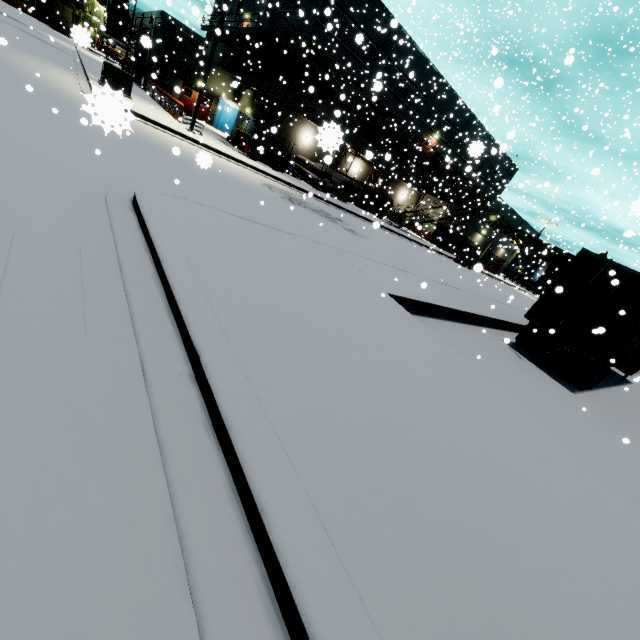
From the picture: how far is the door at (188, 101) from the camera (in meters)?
30.06

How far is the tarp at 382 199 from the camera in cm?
2714

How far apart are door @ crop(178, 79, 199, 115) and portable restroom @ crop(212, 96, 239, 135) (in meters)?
0.77

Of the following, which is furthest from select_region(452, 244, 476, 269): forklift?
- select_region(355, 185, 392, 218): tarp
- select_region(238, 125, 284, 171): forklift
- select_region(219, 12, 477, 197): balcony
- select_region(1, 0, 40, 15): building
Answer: select_region(238, 125, 284, 171): forklift

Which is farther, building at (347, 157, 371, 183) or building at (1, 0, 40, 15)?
building at (1, 0, 40, 15)

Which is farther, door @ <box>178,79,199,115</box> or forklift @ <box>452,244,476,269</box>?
forklift @ <box>452,244,476,269</box>

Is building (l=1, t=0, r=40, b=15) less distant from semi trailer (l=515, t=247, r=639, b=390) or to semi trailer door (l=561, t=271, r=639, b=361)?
semi trailer (l=515, t=247, r=639, b=390)

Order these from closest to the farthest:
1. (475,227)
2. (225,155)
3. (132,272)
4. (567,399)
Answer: (132,272), (567,399), (225,155), (475,227)
